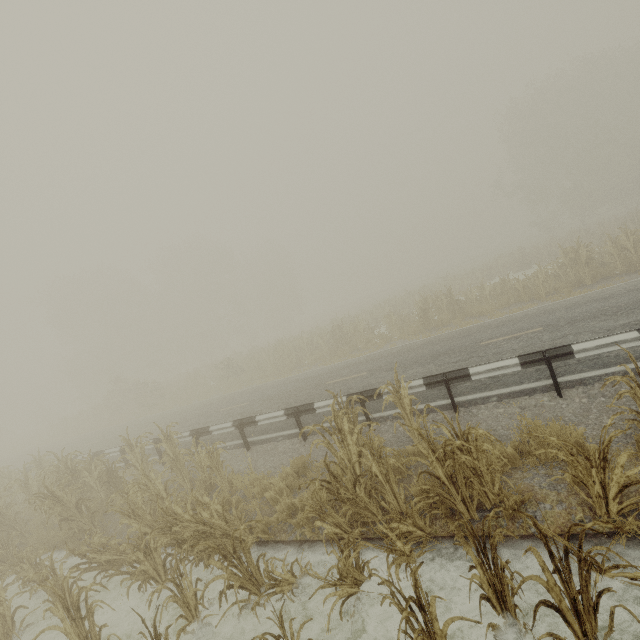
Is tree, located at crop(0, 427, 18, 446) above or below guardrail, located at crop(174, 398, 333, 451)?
above

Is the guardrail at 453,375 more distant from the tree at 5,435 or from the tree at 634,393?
the tree at 5,435

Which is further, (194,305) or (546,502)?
(194,305)

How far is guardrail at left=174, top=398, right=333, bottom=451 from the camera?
8.8m

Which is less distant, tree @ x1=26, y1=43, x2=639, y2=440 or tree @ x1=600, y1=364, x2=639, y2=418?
tree @ x1=600, y1=364, x2=639, y2=418

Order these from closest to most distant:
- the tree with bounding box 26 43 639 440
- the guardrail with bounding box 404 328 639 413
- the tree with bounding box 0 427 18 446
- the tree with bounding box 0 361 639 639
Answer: the tree with bounding box 0 361 639 639, the guardrail with bounding box 404 328 639 413, the tree with bounding box 26 43 639 440, the tree with bounding box 0 427 18 446

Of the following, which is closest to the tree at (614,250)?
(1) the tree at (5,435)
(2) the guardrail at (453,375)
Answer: (2) the guardrail at (453,375)

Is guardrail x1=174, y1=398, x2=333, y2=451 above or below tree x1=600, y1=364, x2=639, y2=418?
below
